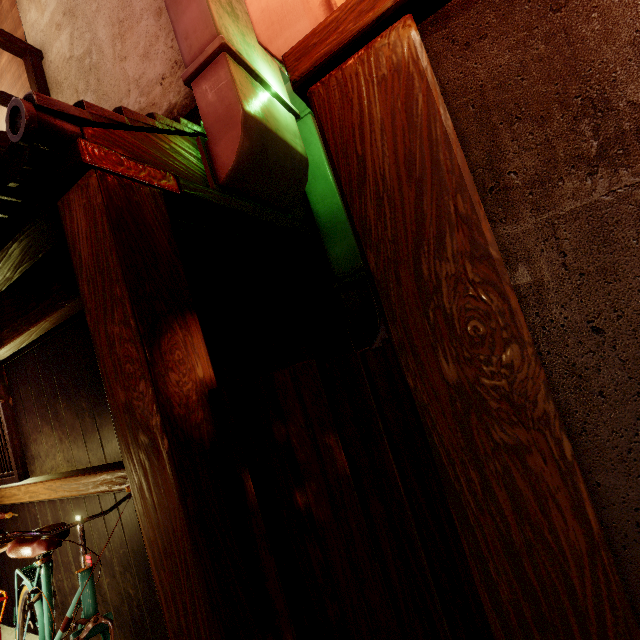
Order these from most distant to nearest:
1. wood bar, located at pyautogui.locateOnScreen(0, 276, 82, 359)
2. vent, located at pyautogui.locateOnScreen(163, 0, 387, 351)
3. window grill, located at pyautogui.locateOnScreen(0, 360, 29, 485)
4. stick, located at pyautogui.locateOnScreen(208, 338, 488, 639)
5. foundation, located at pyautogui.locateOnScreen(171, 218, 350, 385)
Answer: window grill, located at pyautogui.locateOnScreen(0, 360, 29, 485), foundation, located at pyautogui.locateOnScreen(171, 218, 350, 385), wood bar, located at pyautogui.locateOnScreen(0, 276, 82, 359), vent, located at pyautogui.locateOnScreen(163, 0, 387, 351), stick, located at pyautogui.locateOnScreen(208, 338, 488, 639)

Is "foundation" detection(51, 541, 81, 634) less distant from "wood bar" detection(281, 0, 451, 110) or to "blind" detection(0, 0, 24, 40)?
"wood bar" detection(281, 0, 451, 110)

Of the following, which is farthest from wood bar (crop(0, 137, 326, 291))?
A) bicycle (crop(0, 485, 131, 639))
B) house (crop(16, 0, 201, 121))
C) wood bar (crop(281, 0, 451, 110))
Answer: bicycle (crop(0, 485, 131, 639))

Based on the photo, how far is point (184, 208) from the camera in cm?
441

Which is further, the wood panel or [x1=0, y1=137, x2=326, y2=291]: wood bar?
the wood panel

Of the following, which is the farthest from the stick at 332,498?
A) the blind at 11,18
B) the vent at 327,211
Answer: the blind at 11,18

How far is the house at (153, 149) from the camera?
3.5 meters

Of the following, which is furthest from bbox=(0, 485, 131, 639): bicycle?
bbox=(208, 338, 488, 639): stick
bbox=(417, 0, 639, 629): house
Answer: bbox=(417, 0, 639, 629): house
